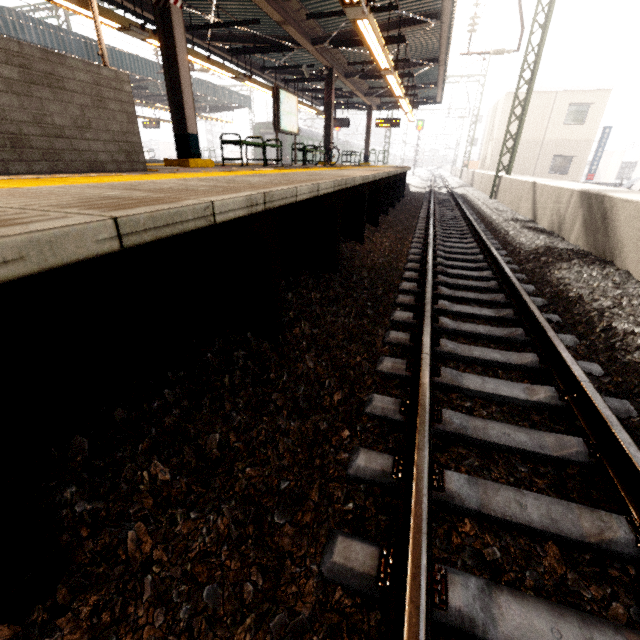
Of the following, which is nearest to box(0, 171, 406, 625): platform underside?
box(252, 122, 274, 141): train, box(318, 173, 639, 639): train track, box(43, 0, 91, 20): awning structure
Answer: box(318, 173, 639, 639): train track

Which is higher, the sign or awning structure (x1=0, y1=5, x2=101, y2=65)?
awning structure (x1=0, y1=5, x2=101, y2=65)

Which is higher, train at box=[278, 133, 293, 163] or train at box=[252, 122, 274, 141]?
train at box=[252, 122, 274, 141]

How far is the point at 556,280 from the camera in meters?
4.3 m

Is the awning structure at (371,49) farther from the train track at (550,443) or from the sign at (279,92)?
the train track at (550,443)

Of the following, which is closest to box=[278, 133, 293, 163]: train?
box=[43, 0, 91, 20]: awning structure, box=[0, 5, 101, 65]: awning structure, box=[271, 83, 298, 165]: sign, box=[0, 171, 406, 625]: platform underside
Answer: box=[0, 5, 101, 65]: awning structure

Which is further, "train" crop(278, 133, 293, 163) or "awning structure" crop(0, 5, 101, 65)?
"train" crop(278, 133, 293, 163)

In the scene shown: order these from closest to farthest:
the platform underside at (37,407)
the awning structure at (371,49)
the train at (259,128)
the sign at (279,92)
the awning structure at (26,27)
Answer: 1. the platform underside at (37,407)
2. the awning structure at (371,49)
3. the sign at (279,92)
4. the awning structure at (26,27)
5. the train at (259,128)
